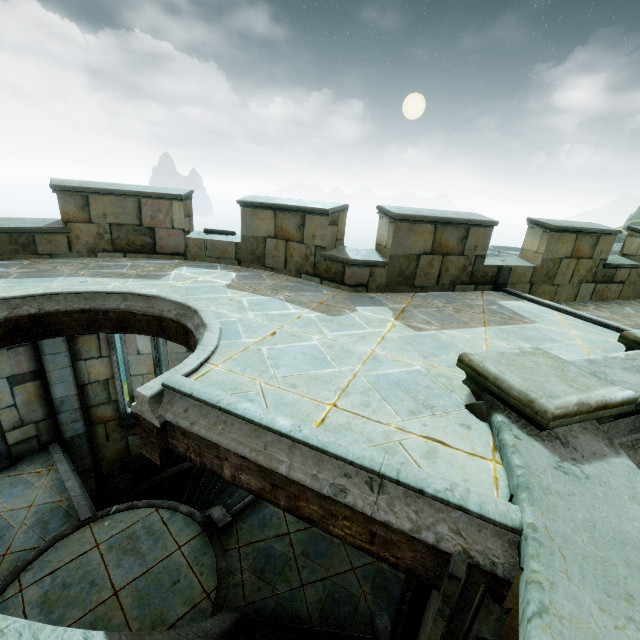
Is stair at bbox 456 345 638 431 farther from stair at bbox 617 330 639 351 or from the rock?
the rock

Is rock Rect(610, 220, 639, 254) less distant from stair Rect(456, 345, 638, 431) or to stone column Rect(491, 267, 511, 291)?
stone column Rect(491, 267, 511, 291)

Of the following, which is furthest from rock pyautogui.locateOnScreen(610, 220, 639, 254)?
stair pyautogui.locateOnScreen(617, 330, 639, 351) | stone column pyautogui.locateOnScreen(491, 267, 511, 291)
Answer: stair pyautogui.locateOnScreen(617, 330, 639, 351)

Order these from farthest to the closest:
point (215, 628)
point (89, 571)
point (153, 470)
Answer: point (153, 470)
point (89, 571)
point (215, 628)

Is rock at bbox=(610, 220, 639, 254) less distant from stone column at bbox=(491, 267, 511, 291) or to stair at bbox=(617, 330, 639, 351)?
stone column at bbox=(491, 267, 511, 291)

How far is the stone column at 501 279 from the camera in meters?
6.9 m

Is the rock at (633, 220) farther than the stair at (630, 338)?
Yes

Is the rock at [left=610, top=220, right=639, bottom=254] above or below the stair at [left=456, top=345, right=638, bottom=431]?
above
